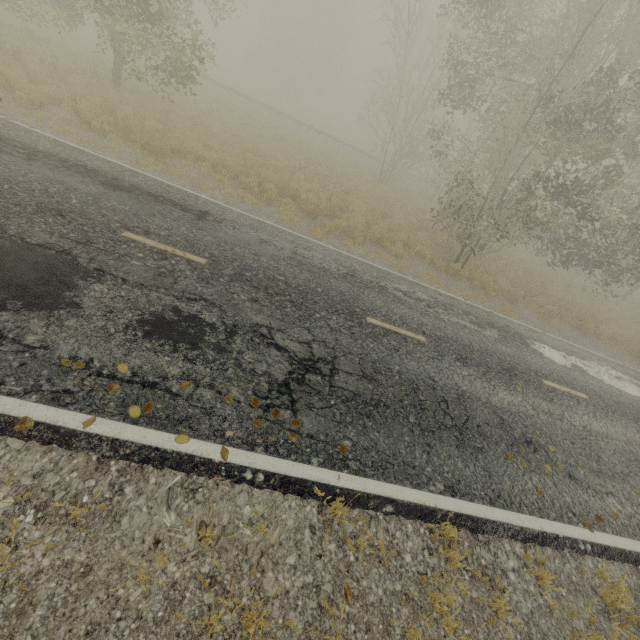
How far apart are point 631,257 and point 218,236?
17.0 meters

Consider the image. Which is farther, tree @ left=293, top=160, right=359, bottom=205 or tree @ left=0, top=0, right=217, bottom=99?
tree @ left=293, top=160, right=359, bottom=205

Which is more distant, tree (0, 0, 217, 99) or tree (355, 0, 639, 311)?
tree (0, 0, 217, 99)

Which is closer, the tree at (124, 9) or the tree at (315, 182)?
A: the tree at (124, 9)

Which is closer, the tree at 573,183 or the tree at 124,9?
the tree at 573,183

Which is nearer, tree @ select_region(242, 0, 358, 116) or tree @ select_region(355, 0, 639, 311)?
tree @ select_region(355, 0, 639, 311)

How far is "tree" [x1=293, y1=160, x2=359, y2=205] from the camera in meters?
14.5

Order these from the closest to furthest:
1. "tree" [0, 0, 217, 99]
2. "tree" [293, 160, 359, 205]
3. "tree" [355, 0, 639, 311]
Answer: "tree" [355, 0, 639, 311] → "tree" [0, 0, 217, 99] → "tree" [293, 160, 359, 205]
